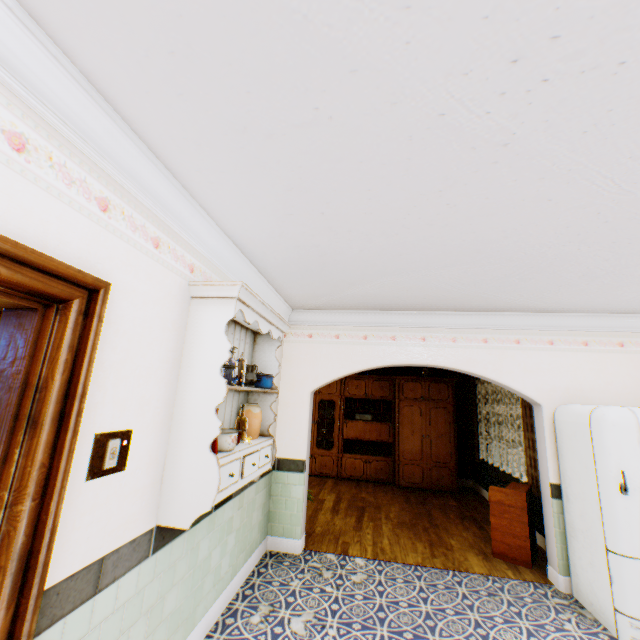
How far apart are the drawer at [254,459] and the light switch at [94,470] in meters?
0.6 m

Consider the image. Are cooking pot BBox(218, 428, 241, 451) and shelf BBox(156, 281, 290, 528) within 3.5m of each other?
yes

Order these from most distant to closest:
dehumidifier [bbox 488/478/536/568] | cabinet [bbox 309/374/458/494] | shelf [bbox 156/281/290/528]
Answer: cabinet [bbox 309/374/458/494] → dehumidifier [bbox 488/478/536/568] → shelf [bbox 156/281/290/528]

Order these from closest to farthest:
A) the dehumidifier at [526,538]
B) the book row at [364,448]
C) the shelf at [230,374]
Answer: the shelf at [230,374]
the dehumidifier at [526,538]
the book row at [364,448]

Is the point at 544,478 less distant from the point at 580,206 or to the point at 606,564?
the point at 606,564

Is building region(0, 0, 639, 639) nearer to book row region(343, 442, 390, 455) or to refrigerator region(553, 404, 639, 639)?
refrigerator region(553, 404, 639, 639)

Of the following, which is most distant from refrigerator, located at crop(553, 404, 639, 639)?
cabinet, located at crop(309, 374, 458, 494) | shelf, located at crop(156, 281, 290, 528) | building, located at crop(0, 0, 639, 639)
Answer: cabinet, located at crop(309, 374, 458, 494)

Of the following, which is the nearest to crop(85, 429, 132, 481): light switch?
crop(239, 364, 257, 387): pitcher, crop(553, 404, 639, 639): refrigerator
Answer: crop(239, 364, 257, 387): pitcher
